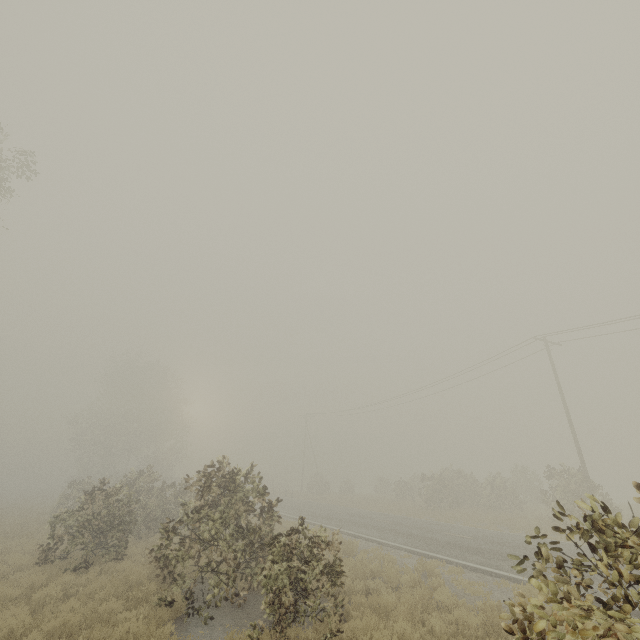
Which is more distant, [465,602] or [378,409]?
[378,409]

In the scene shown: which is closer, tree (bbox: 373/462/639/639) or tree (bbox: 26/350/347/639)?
tree (bbox: 373/462/639/639)

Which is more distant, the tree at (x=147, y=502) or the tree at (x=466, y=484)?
the tree at (x=147, y=502)
